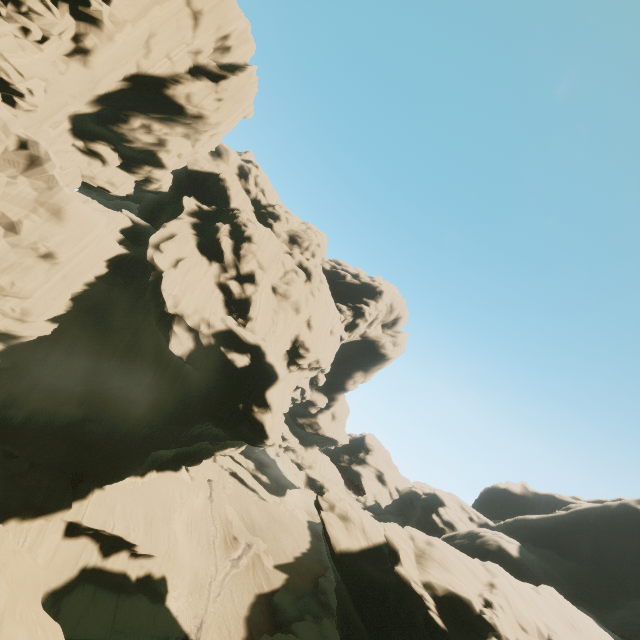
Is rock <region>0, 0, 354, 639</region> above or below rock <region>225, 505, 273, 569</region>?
above

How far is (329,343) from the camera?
43.31m

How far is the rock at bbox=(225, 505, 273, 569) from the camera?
42.5 meters

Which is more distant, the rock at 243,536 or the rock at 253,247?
the rock at 243,536

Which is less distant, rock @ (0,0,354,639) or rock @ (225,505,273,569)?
rock @ (0,0,354,639)
